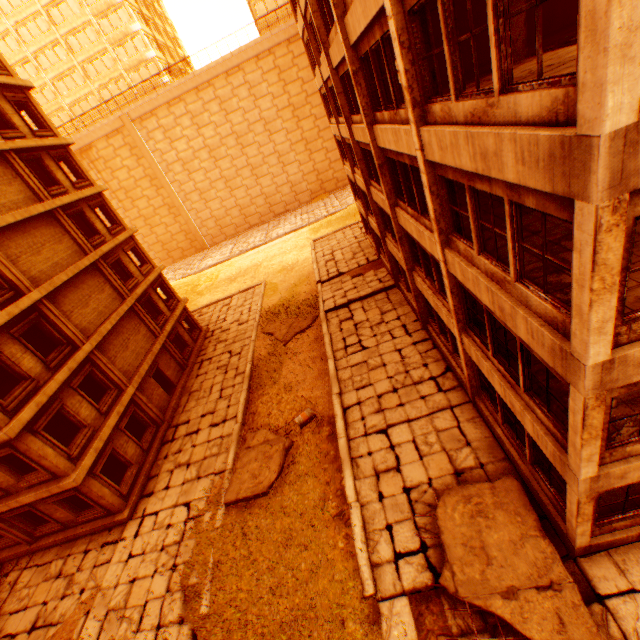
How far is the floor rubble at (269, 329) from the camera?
21.17m

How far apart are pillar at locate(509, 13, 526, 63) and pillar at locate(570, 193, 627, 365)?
9.36m

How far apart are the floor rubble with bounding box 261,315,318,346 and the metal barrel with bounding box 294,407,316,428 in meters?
6.5 m

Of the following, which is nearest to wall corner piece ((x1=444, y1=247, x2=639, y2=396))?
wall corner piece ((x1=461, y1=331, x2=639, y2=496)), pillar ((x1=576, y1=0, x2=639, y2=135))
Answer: pillar ((x1=576, y1=0, x2=639, y2=135))

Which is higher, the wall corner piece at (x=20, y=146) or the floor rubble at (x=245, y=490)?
the wall corner piece at (x=20, y=146)

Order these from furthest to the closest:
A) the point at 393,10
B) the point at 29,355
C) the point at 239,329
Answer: the point at 239,329 < the point at 29,355 < the point at 393,10

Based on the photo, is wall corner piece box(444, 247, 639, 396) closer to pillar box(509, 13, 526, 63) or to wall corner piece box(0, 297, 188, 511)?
pillar box(509, 13, 526, 63)

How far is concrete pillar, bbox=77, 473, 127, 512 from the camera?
13.5m
